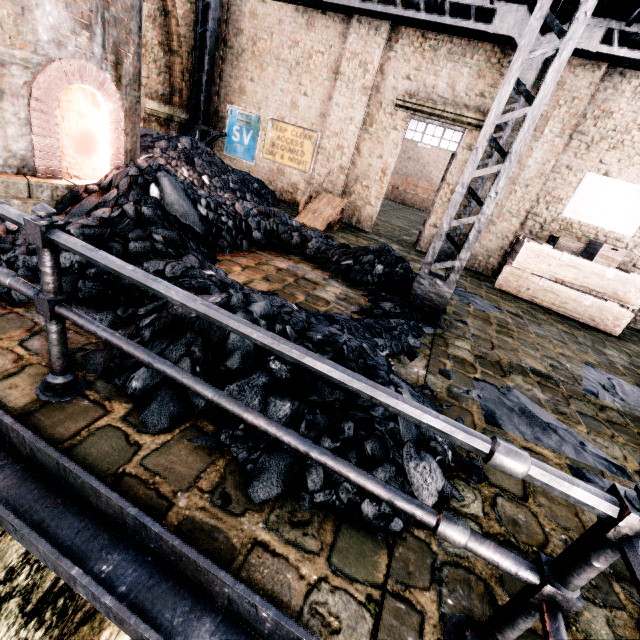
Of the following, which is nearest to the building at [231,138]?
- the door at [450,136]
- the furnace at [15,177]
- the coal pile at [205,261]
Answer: the door at [450,136]

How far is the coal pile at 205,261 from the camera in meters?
3.1

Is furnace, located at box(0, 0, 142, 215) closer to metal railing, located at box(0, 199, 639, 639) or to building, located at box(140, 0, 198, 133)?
metal railing, located at box(0, 199, 639, 639)

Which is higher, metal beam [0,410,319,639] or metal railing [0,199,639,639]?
metal railing [0,199,639,639]

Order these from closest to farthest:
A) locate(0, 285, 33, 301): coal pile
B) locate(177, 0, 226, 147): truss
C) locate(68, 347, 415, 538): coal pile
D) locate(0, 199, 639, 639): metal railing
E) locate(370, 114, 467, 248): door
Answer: locate(0, 199, 639, 639): metal railing, locate(68, 347, 415, 538): coal pile, locate(0, 285, 33, 301): coal pile, locate(370, 114, 467, 248): door, locate(177, 0, 226, 147): truss

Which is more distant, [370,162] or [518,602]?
[370,162]

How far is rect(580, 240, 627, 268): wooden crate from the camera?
8.2m

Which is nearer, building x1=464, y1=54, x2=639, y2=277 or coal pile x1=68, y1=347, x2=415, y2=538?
coal pile x1=68, y1=347, x2=415, y2=538
